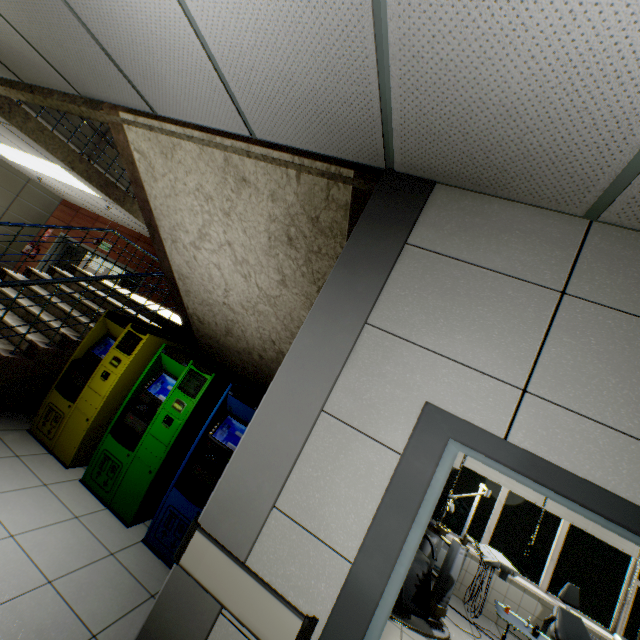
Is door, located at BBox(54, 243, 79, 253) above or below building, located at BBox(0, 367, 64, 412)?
above

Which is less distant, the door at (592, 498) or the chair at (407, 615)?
the door at (592, 498)

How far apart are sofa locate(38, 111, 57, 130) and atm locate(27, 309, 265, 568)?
4.7m

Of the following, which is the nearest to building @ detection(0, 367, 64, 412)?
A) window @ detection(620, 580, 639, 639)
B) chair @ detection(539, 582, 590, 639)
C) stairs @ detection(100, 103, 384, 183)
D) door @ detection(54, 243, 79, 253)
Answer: stairs @ detection(100, 103, 384, 183)

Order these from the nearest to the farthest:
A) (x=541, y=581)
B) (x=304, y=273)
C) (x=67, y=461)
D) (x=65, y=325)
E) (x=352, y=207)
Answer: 1. (x=352, y=207)
2. (x=304, y=273)
3. (x=67, y=461)
4. (x=65, y=325)
5. (x=541, y=581)

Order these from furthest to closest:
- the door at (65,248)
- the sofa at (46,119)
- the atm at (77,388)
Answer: the door at (65,248) → the sofa at (46,119) → the atm at (77,388)

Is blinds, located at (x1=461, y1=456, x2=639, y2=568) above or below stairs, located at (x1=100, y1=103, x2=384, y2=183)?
below

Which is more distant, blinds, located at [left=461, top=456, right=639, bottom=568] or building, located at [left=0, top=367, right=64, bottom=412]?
blinds, located at [left=461, top=456, right=639, bottom=568]
